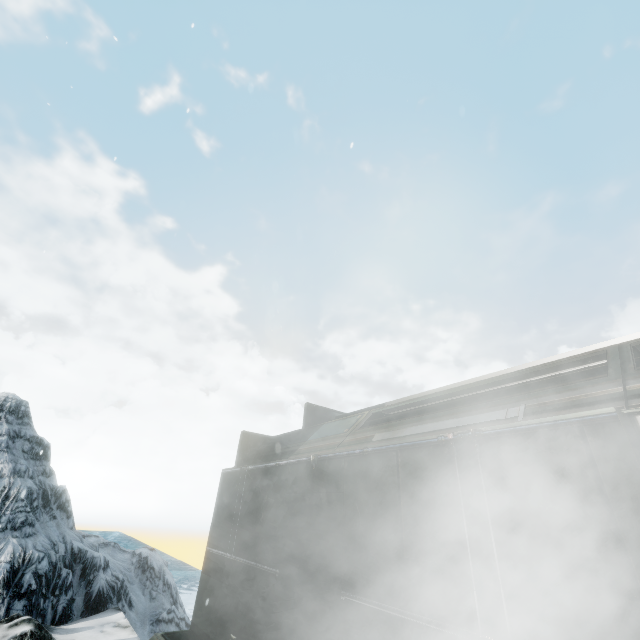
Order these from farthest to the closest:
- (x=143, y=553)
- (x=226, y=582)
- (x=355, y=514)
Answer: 1. (x=143, y=553)
2. (x=226, y=582)
3. (x=355, y=514)
